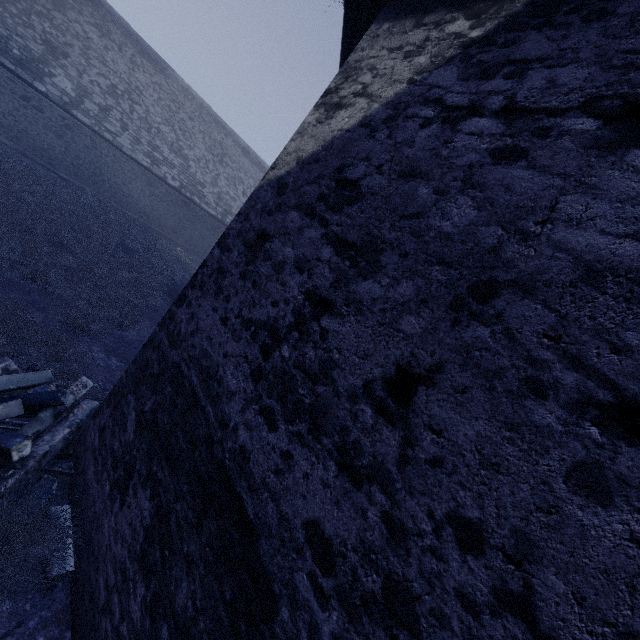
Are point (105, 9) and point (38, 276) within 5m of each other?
no
